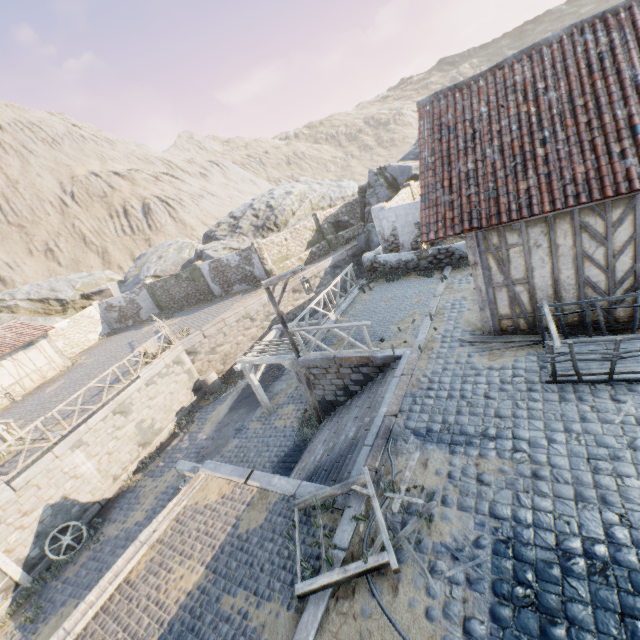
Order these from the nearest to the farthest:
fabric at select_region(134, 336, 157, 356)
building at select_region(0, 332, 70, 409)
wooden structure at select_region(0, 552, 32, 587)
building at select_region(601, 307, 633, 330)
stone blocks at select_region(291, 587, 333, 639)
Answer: stone blocks at select_region(291, 587, 333, 639) < building at select_region(601, 307, 633, 330) < wooden structure at select_region(0, 552, 32, 587) < fabric at select_region(134, 336, 157, 356) < building at select_region(0, 332, 70, 409)

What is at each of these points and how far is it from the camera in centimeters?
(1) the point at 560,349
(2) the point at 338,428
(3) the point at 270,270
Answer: (1) wagon, 692cm
(2) stairs, 962cm
(3) stone column, 2358cm

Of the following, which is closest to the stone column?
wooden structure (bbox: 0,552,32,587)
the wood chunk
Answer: the wood chunk

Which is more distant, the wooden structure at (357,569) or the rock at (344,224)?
the rock at (344,224)

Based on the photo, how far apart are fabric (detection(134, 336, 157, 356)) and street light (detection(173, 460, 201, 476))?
9.0 meters

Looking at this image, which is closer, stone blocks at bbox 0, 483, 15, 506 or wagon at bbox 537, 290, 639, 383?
wagon at bbox 537, 290, 639, 383

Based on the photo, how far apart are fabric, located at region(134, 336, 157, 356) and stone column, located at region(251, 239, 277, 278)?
9.0m

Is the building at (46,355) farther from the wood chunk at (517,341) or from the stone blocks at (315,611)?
the wood chunk at (517,341)
